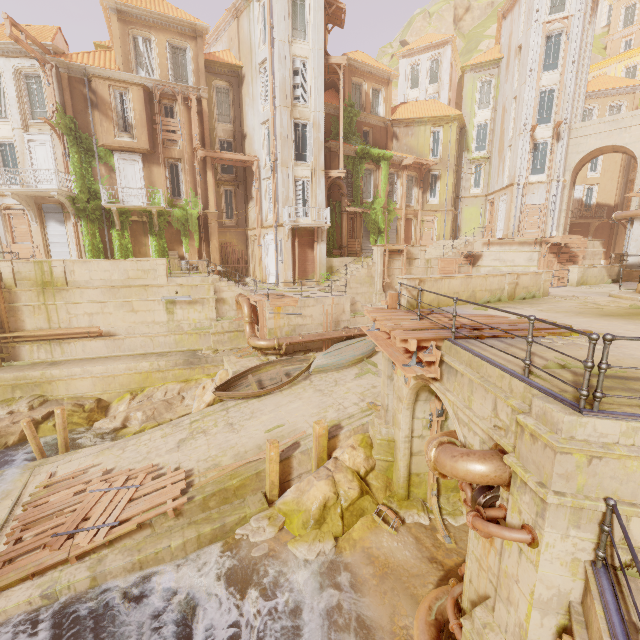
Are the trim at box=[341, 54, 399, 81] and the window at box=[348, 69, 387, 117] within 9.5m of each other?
yes

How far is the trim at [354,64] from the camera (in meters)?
27.78

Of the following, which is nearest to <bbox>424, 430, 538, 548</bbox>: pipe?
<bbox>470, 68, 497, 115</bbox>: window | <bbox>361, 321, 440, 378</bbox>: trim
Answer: <bbox>361, 321, 440, 378</bbox>: trim

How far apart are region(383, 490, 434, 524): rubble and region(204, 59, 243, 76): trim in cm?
3009

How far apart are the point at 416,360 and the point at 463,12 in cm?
6340

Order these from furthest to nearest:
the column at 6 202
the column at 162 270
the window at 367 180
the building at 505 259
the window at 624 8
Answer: the window at 624 8 < the window at 367 180 < the building at 505 259 < the column at 6 202 < the column at 162 270

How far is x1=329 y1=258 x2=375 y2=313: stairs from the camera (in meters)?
20.86

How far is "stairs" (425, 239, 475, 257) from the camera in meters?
→ 27.7
